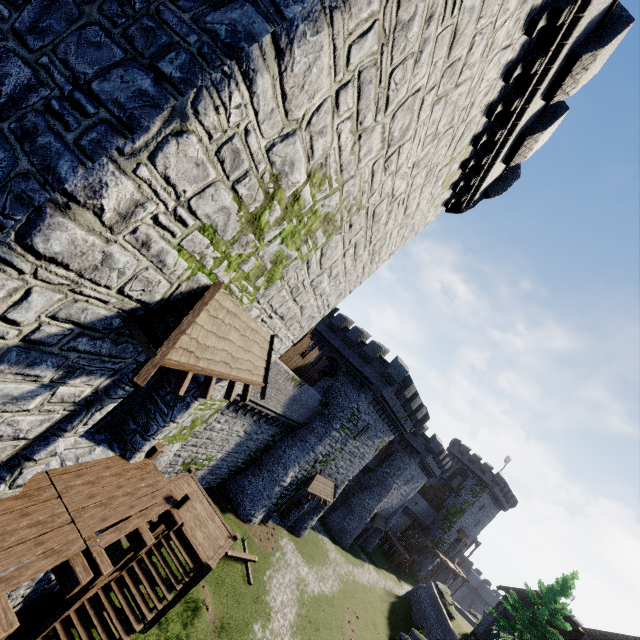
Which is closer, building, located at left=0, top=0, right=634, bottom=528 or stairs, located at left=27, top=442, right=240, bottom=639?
building, located at left=0, top=0, right=634, bottom=528

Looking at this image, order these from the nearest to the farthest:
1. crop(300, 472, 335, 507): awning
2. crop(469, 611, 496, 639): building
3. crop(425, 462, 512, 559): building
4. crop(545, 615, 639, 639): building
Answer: crop(300, 472, 335, 507): awning < crop(545, 615, 639, 639): building < crop(469, 611, 496, 639): building < crop(425, 462, 512, 559): building

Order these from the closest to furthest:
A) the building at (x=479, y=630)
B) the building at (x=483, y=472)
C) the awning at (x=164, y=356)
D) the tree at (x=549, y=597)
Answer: the awning at (x=164, y=356) < the tree at (x=549, y=597) < the building at (x=479, y=630) < the building at (x=483, y=472)

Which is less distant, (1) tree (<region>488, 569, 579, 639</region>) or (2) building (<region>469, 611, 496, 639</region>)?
(1) tree (<region>488, 569, 579, 639</region>)

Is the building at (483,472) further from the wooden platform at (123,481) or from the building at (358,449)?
the wooden platform at (123,481)

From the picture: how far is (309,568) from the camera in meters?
27.4

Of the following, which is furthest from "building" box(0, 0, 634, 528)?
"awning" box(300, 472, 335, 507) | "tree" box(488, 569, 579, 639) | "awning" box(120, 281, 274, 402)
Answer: "tree" box(488, 569, 579, 639)

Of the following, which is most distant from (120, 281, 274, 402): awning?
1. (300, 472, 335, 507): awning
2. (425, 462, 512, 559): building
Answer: (425, 462, 512, 559): building
